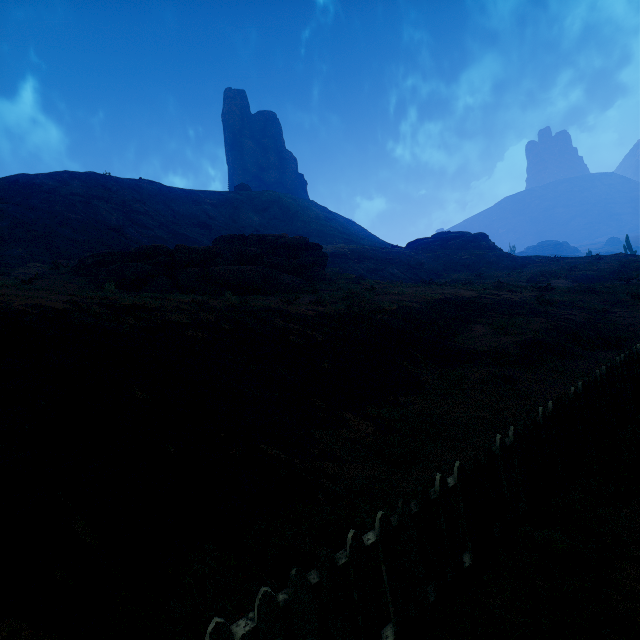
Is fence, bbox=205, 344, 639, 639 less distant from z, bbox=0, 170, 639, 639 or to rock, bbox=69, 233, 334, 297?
z, bbox=0, 170, 639, 639

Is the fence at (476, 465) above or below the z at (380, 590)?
above

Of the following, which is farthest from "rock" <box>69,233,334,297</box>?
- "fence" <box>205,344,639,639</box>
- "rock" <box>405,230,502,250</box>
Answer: "rock" <box>405,230,502,250</box>

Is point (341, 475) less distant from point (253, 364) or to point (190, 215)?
point (253, 364)

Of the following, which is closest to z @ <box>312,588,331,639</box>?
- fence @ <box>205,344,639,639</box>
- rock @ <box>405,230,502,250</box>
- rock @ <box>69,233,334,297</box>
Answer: fence @ <box>205,344,639,639</box>

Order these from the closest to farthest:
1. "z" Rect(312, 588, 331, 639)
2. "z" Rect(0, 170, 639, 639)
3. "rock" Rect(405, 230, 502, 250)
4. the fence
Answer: the fence < "z" Rect(312, 588, 331, 639) < "z" Rect(0, 170, 639, 639) < "rock" Rect(405, 230, 502, 250)

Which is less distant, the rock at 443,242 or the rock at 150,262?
the rock at 150,262
